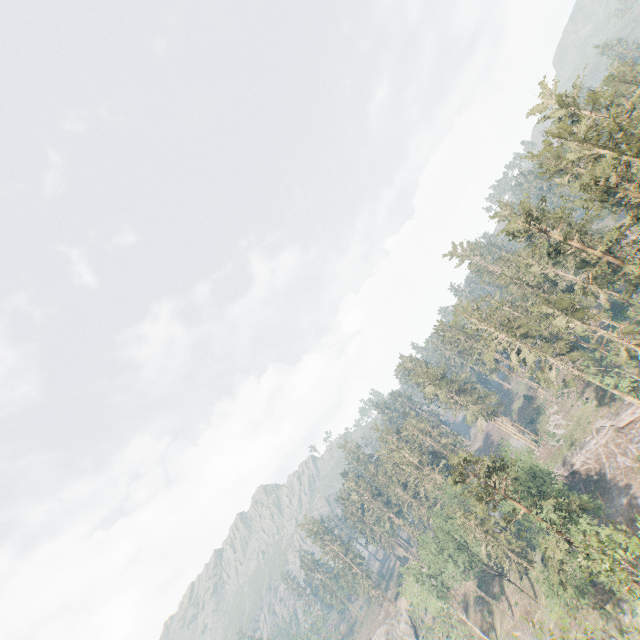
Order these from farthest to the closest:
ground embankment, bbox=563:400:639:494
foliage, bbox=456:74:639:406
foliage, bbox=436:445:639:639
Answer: ground embankment, bbox=563:400:639:494 < foliage, bbox=456:74:639:406 < foliage, bbox=436:445:639:639

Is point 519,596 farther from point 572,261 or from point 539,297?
point 572,261

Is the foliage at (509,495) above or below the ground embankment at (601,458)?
above

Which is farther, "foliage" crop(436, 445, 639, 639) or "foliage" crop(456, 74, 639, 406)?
"foliage" crop(456, 74, 639, 406)

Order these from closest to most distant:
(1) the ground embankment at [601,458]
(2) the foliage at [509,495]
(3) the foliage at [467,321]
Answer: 1. (2) the foliage at [509,495]
2. (3) the foliage at [467,321]
3. (1) the ground embankment at [601,458]

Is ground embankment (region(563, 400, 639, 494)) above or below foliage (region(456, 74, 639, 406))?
below

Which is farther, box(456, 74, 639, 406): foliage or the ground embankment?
the ground embankment
